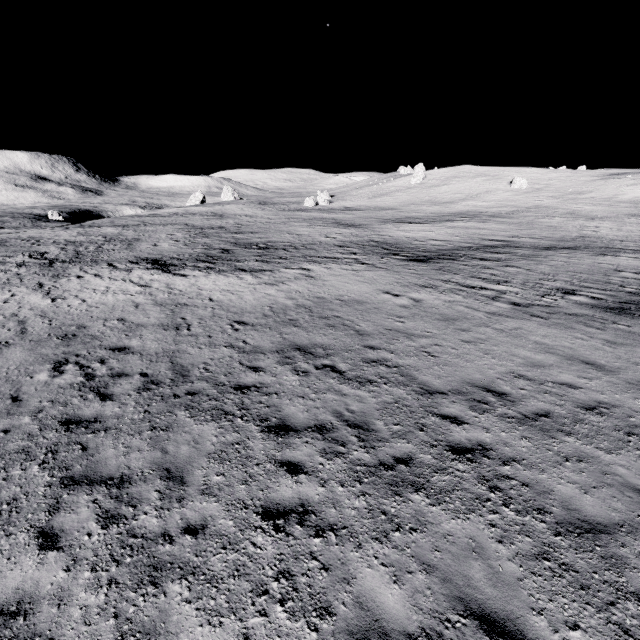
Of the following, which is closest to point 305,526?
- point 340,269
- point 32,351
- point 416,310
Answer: point 416,310
